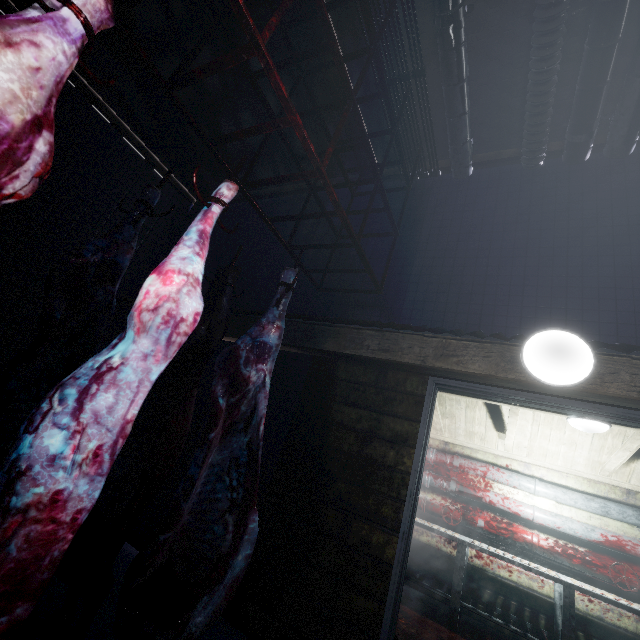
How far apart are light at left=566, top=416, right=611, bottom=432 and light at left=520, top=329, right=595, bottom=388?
1.85m

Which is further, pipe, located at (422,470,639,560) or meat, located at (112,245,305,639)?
pipe, located at (422,470,639,560)

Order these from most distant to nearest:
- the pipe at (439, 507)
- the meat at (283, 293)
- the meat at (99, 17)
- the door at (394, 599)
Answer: the pipe at (439, 507) → the door at (394, 599) → the meat at (283, 293) → the meat at (99, 17)

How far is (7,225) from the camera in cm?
346

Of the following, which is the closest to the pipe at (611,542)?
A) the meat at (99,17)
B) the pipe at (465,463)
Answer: the pipe at (465,463)

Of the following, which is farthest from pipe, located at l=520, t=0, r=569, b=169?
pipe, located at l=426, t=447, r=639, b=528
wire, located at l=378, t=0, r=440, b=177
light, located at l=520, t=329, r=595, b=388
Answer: pipe, located at l=426, t=447, r=639, b=528

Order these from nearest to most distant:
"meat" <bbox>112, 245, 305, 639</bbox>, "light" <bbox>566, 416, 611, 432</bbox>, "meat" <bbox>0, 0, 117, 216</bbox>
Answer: "meat" <bbox>0, 0, 117, 216</bbox>
"meat" <bbox>112, 245, 305, 639</bbox>
"light" <bbox>566, 416, 611, 432</bbox>

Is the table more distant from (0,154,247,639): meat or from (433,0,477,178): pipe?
(433,0,477,178): pipe
